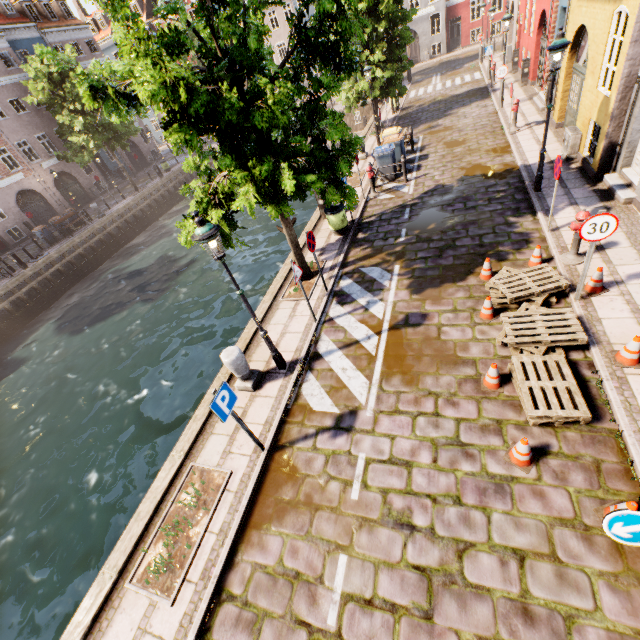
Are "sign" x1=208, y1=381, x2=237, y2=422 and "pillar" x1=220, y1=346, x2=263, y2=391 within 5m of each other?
yes

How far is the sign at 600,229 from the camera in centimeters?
544cm

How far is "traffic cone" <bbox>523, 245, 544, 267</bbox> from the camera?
7.6m

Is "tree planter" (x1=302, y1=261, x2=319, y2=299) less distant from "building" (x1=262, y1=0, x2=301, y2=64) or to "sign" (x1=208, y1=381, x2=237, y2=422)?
"sign" (x1=208, y1=381, x2=237, y2=422)

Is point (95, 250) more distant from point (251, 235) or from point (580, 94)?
point (580, 94)

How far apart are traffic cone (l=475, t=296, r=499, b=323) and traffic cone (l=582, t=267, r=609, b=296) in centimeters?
170cm

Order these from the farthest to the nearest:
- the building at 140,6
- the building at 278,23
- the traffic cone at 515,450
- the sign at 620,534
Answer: the building at 140,6 → the building at 278,23 → the traffic cone at 515,450 → the sign at 620,534
